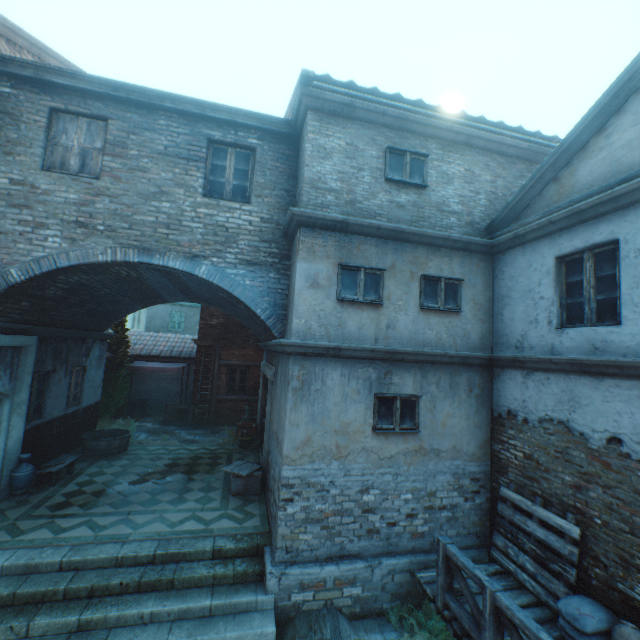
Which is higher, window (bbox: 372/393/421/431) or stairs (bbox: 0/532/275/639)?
window (bbox: 372/393/421/431)

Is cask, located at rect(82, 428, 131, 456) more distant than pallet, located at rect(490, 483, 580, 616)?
Yes

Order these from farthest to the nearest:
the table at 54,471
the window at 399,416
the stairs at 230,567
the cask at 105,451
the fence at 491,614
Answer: the cask at 105,451, the table at 54,471, the window at 399,416, the stairs at 230,567, the fence at 491,614

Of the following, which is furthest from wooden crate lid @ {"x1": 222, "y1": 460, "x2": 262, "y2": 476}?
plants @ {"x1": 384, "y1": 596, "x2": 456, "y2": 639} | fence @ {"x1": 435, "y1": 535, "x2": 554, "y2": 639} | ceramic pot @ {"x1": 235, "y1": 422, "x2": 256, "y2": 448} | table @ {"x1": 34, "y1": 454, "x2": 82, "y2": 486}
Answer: fence @ {"x1": 435, "y1": 535, "x2": 554, "y2": 639}

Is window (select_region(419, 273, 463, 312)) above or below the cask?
above

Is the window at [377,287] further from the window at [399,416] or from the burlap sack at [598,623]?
the burlap sack at [598,623]

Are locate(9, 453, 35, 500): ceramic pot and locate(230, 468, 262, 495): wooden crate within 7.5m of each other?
yes

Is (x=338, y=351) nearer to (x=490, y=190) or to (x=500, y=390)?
(x=500, y=390)
